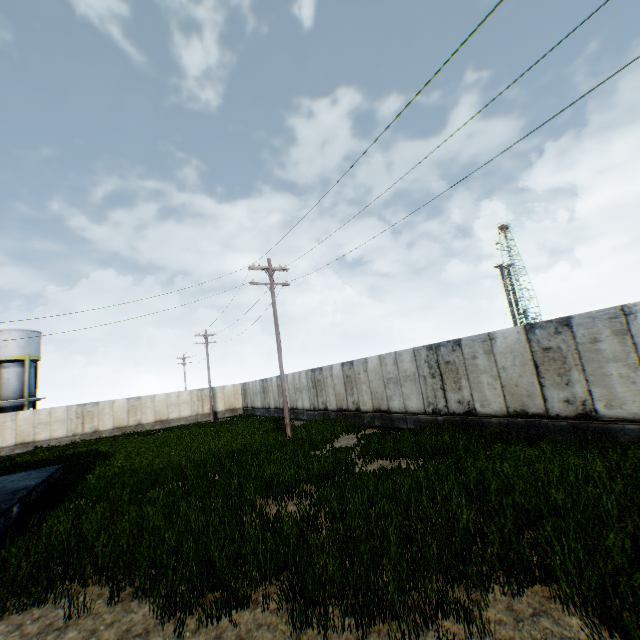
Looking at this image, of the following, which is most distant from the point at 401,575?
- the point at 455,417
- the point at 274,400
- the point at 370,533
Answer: the point at 274,400
